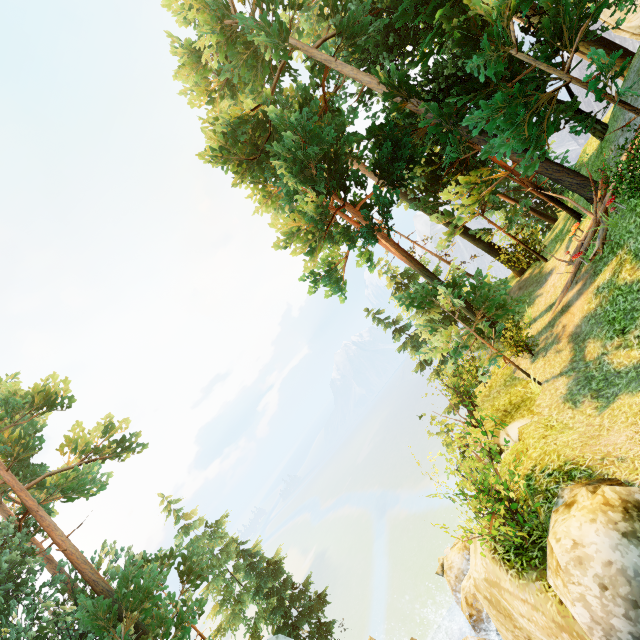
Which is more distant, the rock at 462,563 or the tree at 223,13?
the tree at 223,13

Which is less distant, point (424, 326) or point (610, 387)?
point (610, 387)

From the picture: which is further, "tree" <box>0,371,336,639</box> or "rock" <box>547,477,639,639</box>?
"tree" <box>0,371,336,639</box>

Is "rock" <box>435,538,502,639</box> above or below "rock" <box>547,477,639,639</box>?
below

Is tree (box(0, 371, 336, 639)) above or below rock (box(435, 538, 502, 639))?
above

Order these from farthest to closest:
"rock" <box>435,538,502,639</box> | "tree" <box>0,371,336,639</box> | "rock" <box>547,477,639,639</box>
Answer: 1. "tree" <box>0,371,336,639</box>
2. "rock" <box>435,538,502,639</box>
3. "rock" <box>547,477,639,639</box>

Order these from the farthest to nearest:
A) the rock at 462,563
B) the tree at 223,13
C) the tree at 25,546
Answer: the tree at 25,546, the tree at 223,13, the rock at 462,563
